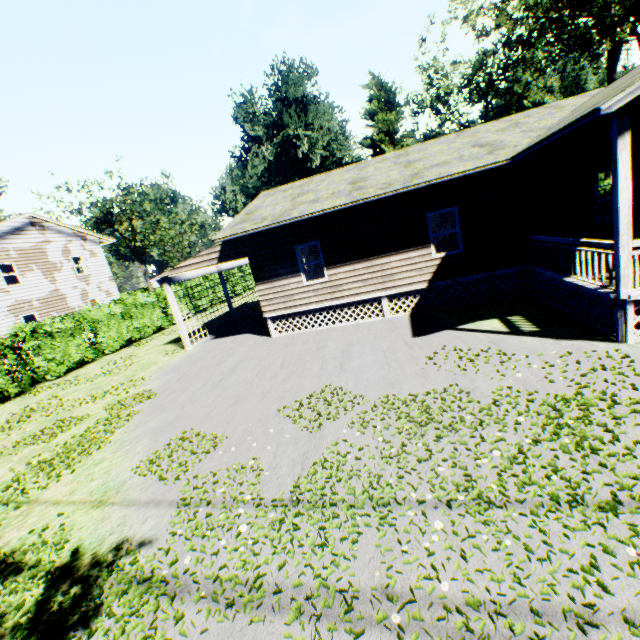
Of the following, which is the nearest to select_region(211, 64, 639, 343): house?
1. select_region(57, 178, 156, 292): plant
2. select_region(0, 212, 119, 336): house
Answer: select_region(0, 212, 119, 336): house

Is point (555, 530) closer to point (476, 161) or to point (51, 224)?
point (476, 161)

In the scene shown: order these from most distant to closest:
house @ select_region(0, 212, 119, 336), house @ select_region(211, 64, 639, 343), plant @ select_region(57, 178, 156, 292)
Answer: plant @ select_region(57, 178, 156, 292), house @ select_region(0, 212, 119, 336), house @ select_region(211, 64, 639, 343)

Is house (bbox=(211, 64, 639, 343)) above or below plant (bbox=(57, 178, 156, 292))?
below

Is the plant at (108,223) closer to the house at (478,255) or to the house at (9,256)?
the house at (9,256)

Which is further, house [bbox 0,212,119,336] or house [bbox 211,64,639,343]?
house [bbox 0,212,119,336]
